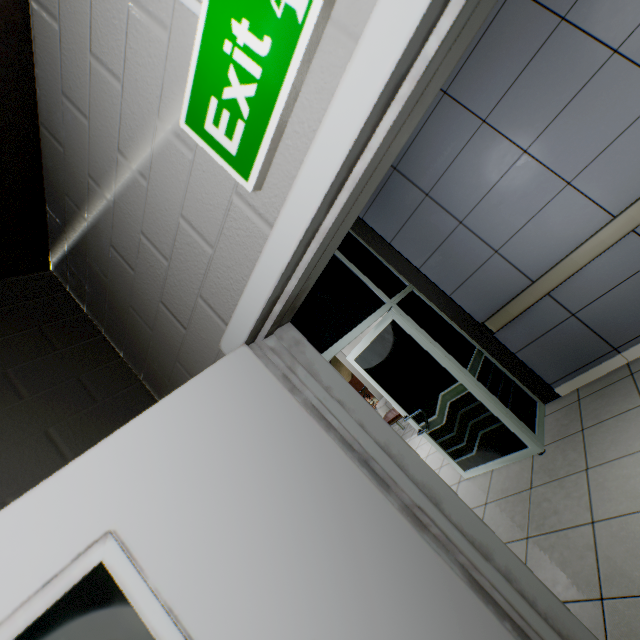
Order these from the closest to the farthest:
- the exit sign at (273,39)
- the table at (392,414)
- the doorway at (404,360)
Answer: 1. the exit sign at (273,39)
2. the doorway at (404,360)
3. the table at (392,414)

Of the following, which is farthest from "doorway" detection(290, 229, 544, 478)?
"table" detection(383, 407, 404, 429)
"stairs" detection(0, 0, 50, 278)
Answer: "table" detection(383, 407, 404, 429)

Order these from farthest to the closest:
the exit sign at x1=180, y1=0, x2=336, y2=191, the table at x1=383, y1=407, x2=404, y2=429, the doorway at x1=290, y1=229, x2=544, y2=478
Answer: the table at x1=383, y1=407, x2=404, y2=429
the doorway at x1=290, y1=229, x2=544, y2=478
the exit sign at x1=180, y1=0, x2=336, y2=191

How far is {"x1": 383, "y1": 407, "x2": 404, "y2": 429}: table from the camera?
6.7 meters

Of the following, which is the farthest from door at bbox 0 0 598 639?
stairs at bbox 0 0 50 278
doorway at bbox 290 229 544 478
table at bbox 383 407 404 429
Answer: table at bbox 383 407 404 429

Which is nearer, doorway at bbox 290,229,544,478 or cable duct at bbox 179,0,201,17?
cable duct at bbox 179,0,201,17

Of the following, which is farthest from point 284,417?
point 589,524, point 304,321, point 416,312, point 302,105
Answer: point 416,312

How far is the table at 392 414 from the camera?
6.7m
